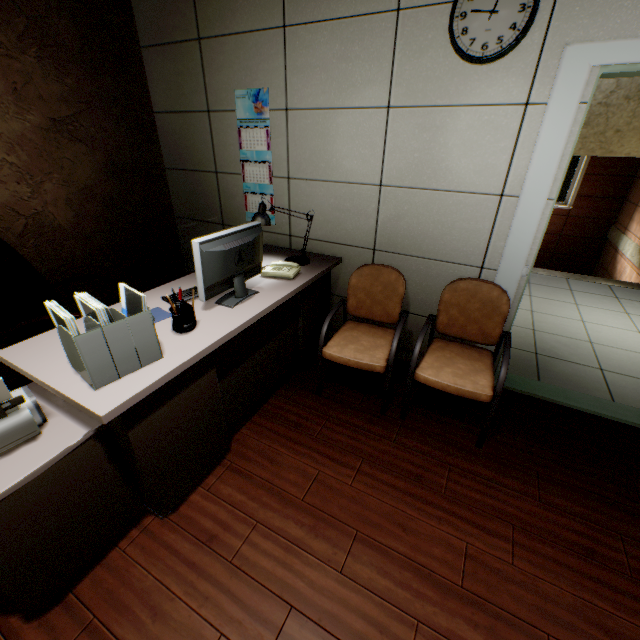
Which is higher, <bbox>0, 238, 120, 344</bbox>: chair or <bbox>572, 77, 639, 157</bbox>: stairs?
<bbox>572, 77, 639, 157</bbox>: stairs

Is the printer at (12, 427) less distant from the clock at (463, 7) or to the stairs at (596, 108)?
the clock at (463, 7)

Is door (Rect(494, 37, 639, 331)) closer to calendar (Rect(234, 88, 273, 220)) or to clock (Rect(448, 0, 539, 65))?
clock (Rect(448, 0, 539, 65))

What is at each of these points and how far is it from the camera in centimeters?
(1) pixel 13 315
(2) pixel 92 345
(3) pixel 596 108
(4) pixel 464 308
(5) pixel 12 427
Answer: (1) chair, 197cm
(2) document folder, 120cm
(3) stairs, 498cm
(4) chair, 226cm
(5) printer, 117cm

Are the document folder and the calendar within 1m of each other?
no

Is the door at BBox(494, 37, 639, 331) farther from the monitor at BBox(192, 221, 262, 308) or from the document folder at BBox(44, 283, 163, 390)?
the document folder at BBox(44, 283, 163, 390)

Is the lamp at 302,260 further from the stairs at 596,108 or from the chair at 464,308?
the stairs at 596,108

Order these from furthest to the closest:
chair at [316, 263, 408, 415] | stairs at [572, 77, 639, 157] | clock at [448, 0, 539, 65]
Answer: stairs at [572, 77, 639, 157]
chair at [316, 263, 408, 415]
clock at [448, 0, 539, 65]
